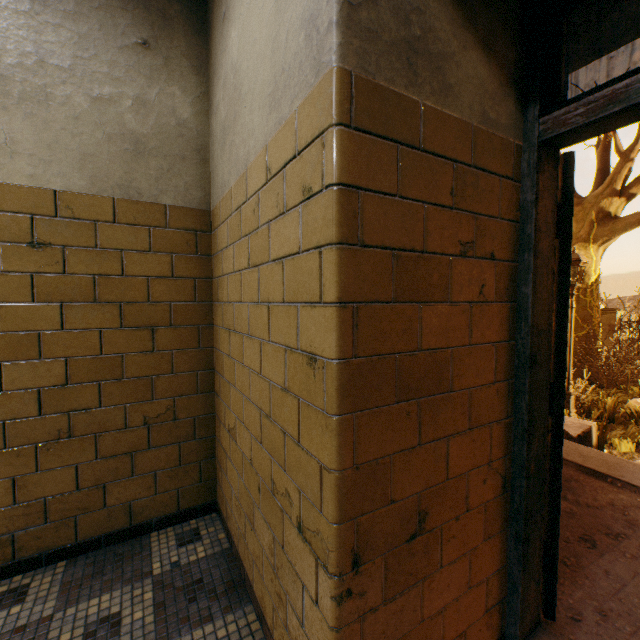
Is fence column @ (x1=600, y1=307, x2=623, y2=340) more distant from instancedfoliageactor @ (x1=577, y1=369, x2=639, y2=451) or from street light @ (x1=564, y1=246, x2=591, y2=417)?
street light @ (x1=564, y1=246, x2=591, y2=417)

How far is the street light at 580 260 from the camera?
7.2m

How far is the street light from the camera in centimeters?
716cm

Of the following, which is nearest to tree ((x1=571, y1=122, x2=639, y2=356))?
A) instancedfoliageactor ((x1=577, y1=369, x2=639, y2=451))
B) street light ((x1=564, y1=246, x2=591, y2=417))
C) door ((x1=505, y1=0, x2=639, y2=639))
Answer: instancedfoliageactor ((x1=577, y1=369, x2=639, y2=451))

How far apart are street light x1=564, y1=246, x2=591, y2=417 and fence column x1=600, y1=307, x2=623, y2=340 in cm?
889

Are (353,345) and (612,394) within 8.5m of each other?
no

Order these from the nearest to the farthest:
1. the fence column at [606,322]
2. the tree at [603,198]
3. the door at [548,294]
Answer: the door at [548,294] < the tree at [603,198] < the fence column at [606,322]

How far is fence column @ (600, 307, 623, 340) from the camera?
13.5 meters
